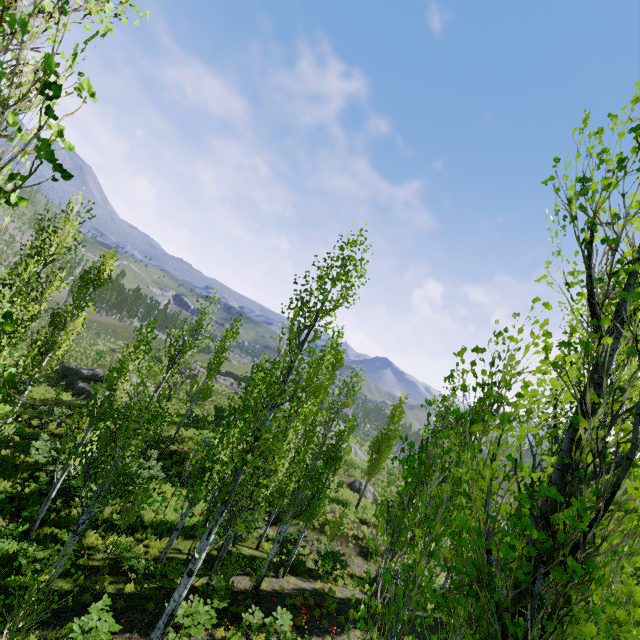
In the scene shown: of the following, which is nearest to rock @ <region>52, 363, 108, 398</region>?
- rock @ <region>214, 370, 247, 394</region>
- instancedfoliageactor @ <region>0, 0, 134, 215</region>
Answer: instancedfoliageactor @ <region>0, 0, 134, 215</region>

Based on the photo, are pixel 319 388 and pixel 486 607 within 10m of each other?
yes

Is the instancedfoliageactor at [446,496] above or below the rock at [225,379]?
above

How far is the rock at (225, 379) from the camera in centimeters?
4700cm

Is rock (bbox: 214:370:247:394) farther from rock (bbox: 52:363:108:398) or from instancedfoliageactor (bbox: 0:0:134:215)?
rock (bbox: 52:363:108:398)
